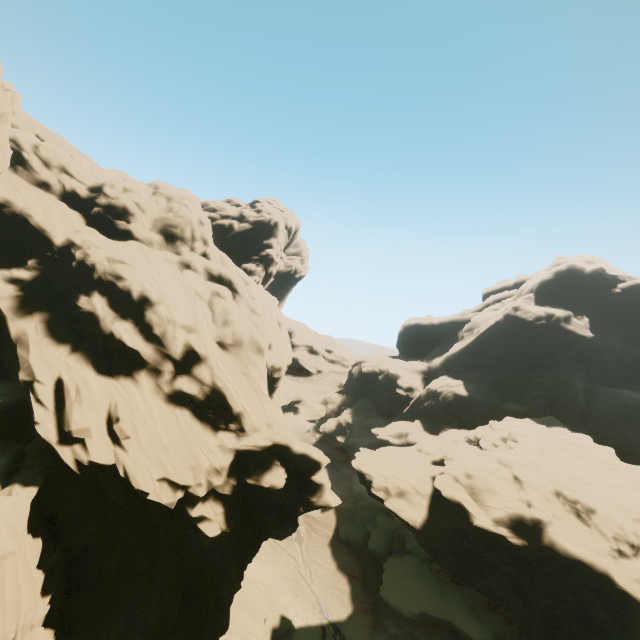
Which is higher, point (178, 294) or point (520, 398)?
point (178, 294)

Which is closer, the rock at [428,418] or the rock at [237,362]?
the rock at [237,362]

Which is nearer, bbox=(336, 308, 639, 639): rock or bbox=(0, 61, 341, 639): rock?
bbox=(0, 61, 341, 639): rock
